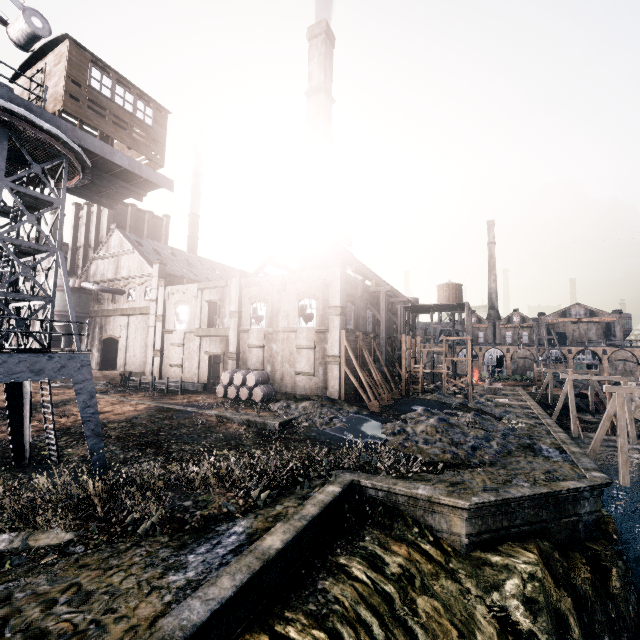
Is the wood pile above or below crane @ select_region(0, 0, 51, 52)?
below

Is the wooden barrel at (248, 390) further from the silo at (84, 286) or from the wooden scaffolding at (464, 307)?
the silo at (84, 286)

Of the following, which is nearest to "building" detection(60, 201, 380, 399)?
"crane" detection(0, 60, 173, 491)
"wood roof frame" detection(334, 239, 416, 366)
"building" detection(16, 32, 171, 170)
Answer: "wood roof frame" detection(334, 239, 416, 366)

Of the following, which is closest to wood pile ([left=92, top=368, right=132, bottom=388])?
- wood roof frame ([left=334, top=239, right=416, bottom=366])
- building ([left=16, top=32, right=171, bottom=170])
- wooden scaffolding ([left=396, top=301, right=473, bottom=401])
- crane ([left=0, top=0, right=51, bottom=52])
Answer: wood roof frame ([left=334, top=239, right=416, bottom=366])

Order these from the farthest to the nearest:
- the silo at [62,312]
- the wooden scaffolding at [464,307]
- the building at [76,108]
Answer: the silo at [62,312], the wooden scaffolding at [464,307], the building at [76,108]

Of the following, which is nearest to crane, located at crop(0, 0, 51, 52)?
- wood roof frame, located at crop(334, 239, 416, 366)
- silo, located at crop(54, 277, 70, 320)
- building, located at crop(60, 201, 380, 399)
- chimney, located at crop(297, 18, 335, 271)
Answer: building, located at crop(60, 201, 380, 399)

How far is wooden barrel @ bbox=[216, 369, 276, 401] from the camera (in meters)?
29.86

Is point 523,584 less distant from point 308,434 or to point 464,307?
point 308,434
